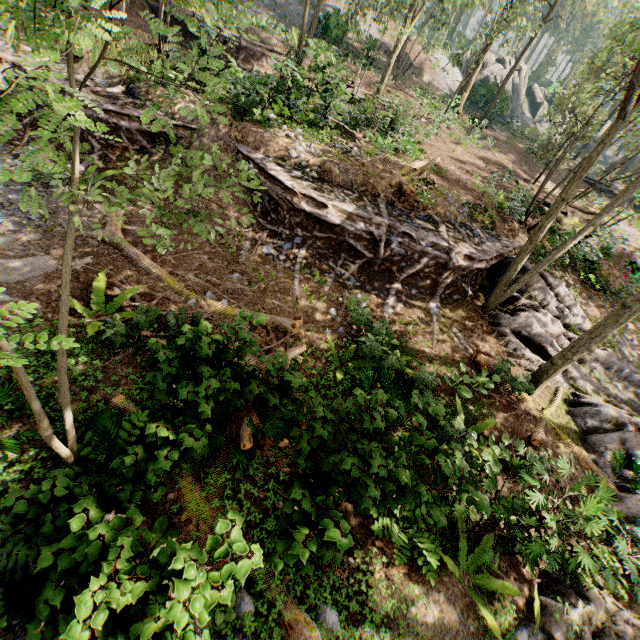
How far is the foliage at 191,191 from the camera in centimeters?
251cm

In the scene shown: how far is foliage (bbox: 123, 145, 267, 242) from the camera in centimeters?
251cm

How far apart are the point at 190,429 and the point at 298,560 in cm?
276

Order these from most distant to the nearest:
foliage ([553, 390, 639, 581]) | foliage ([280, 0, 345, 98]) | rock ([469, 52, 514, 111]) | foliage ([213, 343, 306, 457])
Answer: rock ([469, 52, 514, 111])
foliage ([280, 0, 345, 98])
foliage ([553, 390, 639, 581])
foliage ([213, 343, 306, 457])

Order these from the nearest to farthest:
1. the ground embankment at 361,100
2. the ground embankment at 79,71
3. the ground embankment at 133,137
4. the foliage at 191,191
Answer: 1. the foliage at 191,191
2. the ground embankment at 133,137
3. the ground embankment at 79,71
4. the ground embankment at 361,100

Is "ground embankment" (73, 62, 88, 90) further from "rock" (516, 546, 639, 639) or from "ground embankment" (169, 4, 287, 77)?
"rock" (516, 546, 639, 639)
